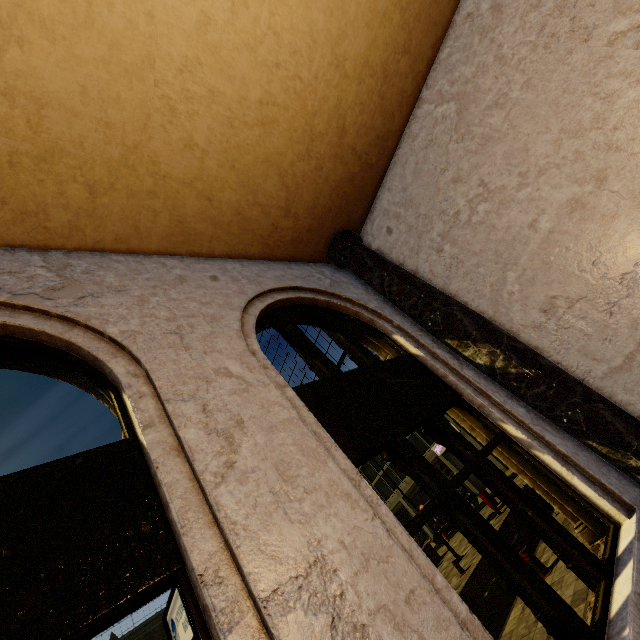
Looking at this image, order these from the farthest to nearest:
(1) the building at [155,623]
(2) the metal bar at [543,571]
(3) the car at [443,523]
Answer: (1) the building at [155,623], (3) the car at [443,523], (2) the metal bar at [543,571]

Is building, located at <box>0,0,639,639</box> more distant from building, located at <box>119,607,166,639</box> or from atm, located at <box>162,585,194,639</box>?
building, located at <box>119,607,166,639</box>

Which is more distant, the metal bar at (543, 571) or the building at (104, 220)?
the metal bar at (543, 571)

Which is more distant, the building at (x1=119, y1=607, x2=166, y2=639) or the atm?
the building at (x1=119, y1=607, x2=166, y2=639)

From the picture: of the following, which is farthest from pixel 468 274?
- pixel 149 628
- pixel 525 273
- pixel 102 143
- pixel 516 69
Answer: pixel 149 628

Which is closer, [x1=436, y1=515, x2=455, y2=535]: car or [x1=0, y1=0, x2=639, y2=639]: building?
[x1=0, y1=0, x2=639, y2=639]: building

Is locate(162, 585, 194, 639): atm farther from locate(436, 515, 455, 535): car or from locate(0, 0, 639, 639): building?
locate(436, 515, 455, 535): car

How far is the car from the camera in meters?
31.2
